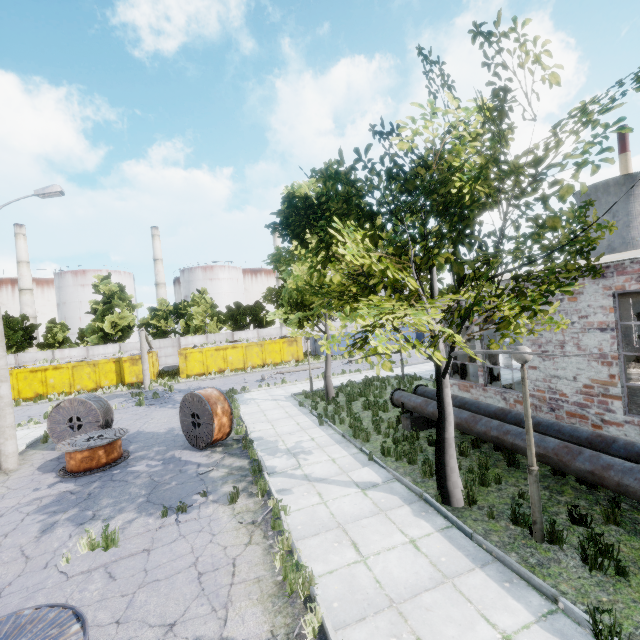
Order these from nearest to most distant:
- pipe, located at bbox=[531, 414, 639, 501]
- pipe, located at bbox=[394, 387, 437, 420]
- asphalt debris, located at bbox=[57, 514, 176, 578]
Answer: pipe, located at bbox=[531, 414, 639, 501], asphalt debris, located at bbox=[57, 514, 176, 578], pipe, located at bbox=[394, 387, 437, 420]

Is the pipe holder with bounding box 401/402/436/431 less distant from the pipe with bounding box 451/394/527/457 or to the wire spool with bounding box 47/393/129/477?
the pipe with bounding box 451/394/527/457

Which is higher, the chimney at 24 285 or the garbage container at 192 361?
the chimney at 24 285

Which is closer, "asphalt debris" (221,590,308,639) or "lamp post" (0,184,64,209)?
"asphalt debris" (221,590,308,639)

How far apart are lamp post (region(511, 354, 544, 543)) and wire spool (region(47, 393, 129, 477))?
11.9m

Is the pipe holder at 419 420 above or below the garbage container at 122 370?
below

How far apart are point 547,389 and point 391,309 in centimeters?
799cm

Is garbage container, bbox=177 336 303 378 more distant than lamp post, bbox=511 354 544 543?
Yes
